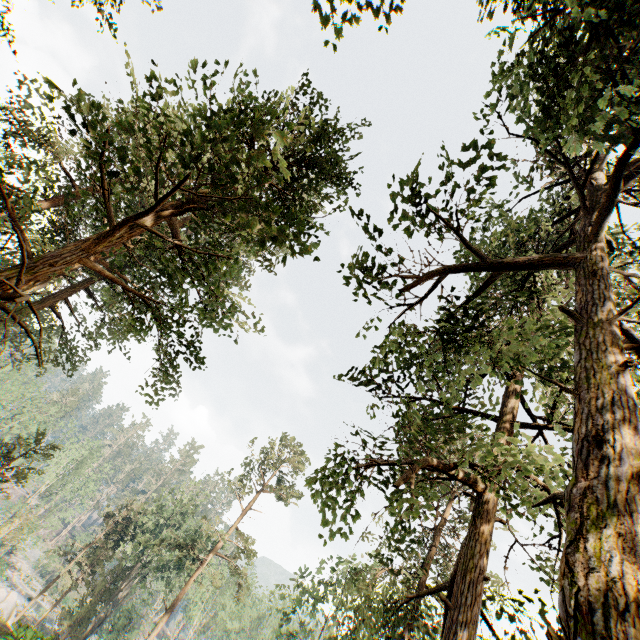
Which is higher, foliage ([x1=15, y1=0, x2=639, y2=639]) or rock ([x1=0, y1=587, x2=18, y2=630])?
foliage ([x1=15, y1=0, x2=639, y2=639])

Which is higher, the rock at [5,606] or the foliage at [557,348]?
the foliage at [557,348]

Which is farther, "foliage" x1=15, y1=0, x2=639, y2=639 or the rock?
the rock

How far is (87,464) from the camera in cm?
5434

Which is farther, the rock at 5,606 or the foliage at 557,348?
the rock at 5,606
